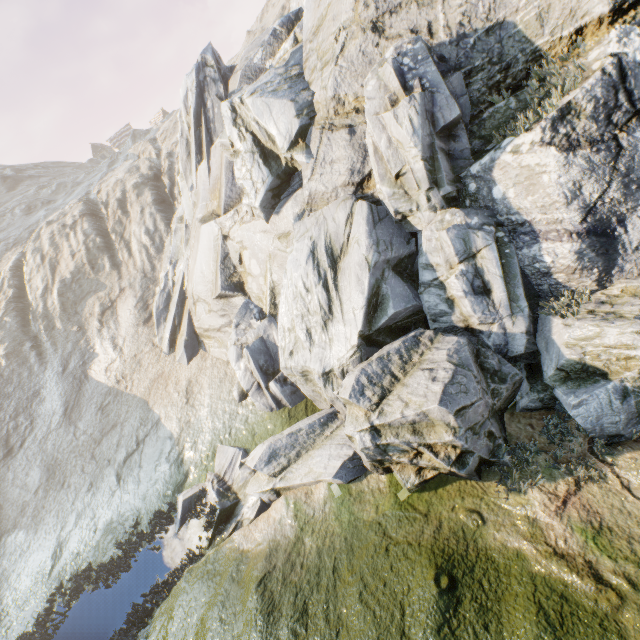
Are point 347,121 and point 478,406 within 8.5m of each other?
no
